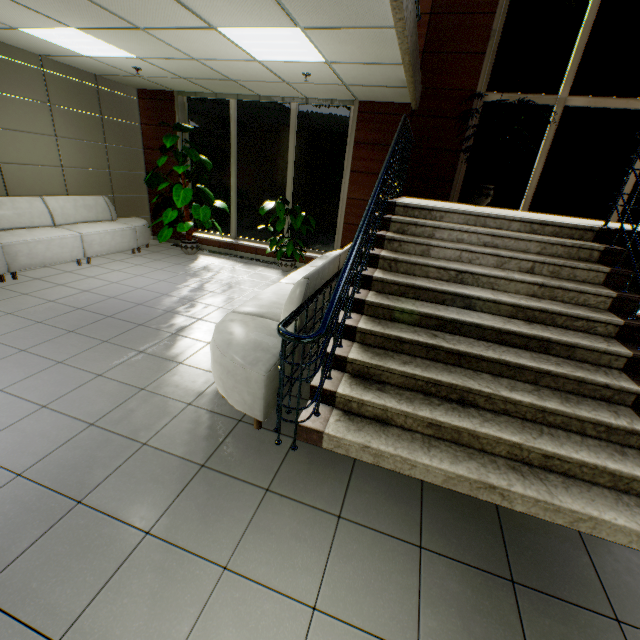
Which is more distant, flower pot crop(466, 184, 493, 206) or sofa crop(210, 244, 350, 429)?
flower pot crop(466, 184, 493, 206)

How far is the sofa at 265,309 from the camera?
2.43m

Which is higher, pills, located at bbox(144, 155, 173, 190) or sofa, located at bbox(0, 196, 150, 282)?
pills, located at bbox(144, 155, 173, 190)

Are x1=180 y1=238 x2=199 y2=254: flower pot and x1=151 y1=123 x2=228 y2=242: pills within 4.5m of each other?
yes

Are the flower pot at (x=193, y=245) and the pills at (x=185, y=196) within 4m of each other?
yes

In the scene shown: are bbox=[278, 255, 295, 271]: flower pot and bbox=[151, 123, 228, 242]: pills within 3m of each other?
yes

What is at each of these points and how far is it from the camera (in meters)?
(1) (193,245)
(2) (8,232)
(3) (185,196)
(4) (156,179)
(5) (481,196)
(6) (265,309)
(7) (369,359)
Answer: (1) flower pot, 7.23
(2) sofa, 5.03
(3) pills, 6.40
(4) pills, 6.82
(5) flower pot, 5.25
(6) sofa, 3.33
(7) stairs, 2.80

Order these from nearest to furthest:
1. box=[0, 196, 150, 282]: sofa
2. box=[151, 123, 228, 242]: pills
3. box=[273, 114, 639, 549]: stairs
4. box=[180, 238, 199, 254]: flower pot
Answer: box=[273, 114, 639, 549]: stairs, box=[0, 196, 150, 282]: sofa, box=[151, 123, 228, 242]: pills, box=[180, 238, 199, 254]: flower pot
